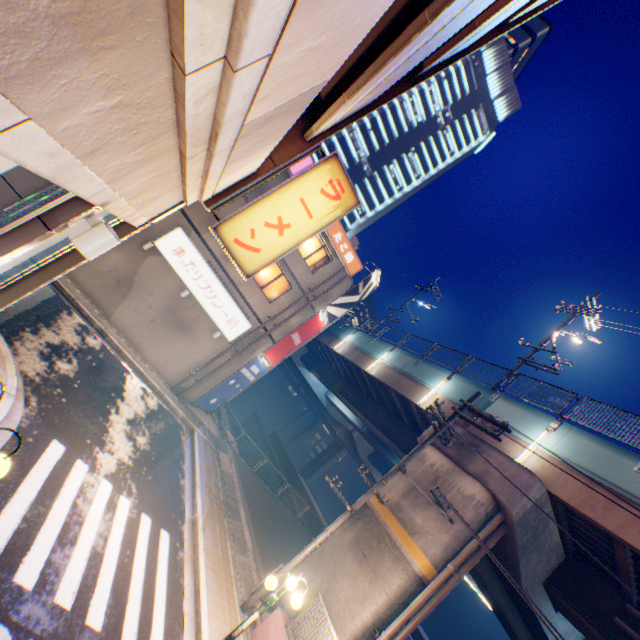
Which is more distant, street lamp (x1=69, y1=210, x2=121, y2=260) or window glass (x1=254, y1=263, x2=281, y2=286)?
window glass (x1=254, y1=263, x2=281, y2=286)

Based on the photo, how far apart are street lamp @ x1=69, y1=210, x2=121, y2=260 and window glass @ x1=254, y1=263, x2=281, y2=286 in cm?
1367

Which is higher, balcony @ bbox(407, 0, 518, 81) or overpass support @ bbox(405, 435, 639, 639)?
balcony @ bbox(407, 0, 518, 81)

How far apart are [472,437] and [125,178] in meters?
12.8 m

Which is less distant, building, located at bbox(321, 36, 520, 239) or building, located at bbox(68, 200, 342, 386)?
building, located at bbox(68, 200, 342, 386)

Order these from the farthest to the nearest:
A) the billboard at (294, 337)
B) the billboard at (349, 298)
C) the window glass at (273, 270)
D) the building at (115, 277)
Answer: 1. the billboard at (349, 298)
2. the billboard at (294, 337)
3. the window glass at (273, 270)
4. the building at (115, 277)

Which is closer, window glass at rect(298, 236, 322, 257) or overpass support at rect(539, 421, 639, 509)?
overpass support at rect(539, 421, 639, 509)

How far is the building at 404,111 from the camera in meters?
47.7
